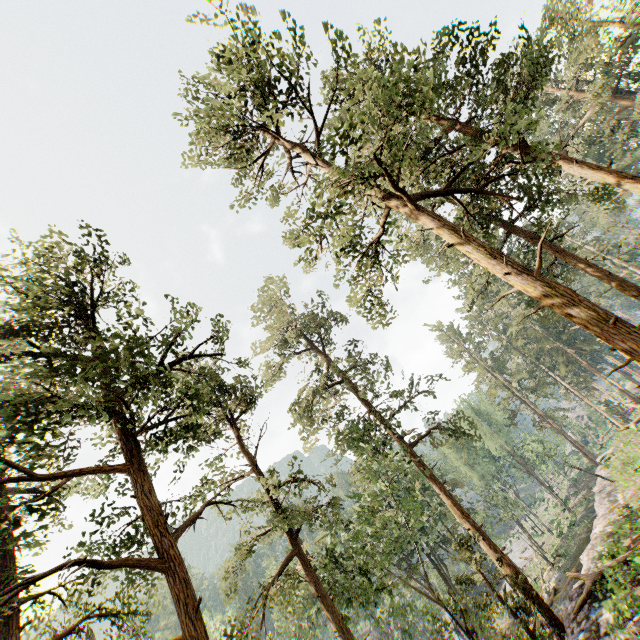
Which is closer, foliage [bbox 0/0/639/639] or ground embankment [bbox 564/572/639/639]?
foliage [bbox 0/0/639/639]

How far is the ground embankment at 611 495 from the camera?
15.3m

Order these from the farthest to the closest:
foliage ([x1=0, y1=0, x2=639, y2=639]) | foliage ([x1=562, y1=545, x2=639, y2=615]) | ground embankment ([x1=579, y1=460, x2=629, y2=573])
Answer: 1. ground embankment ([x1=579, y1=460, x2=629, y2=573])
2. foliage ([x1=562, y1=545, x2=639, y2=615])
3. foliage ([x1=0, y1=0, x2=639, y2=639])

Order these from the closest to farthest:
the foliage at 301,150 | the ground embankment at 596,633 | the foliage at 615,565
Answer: the foliage at 301,150, the ground embankment at 596,633, the foliage at 615,565

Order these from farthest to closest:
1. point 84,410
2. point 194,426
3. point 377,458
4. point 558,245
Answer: point 558,245 → point 377,458 → point 194,426 → point 84,410

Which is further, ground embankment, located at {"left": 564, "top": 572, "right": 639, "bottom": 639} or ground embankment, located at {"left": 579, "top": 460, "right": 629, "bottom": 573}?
ground embankment, located at {"left": 579, "top": 460, "right": 629, "bottom": 573}
